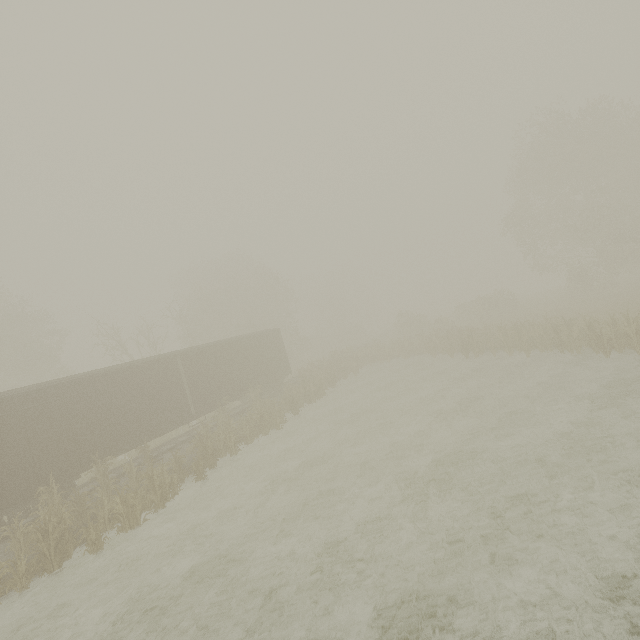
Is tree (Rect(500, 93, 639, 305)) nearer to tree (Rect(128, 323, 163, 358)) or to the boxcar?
the boxcar

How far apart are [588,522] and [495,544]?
1.9 meters

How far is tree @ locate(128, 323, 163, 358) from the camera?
26.30m

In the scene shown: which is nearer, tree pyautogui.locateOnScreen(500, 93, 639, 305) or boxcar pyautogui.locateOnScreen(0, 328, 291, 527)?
boxcar pyautogui.locateOnScreen(0, 328, 291, 527)

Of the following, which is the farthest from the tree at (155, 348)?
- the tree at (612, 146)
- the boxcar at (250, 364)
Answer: the tree at (612, 146)
